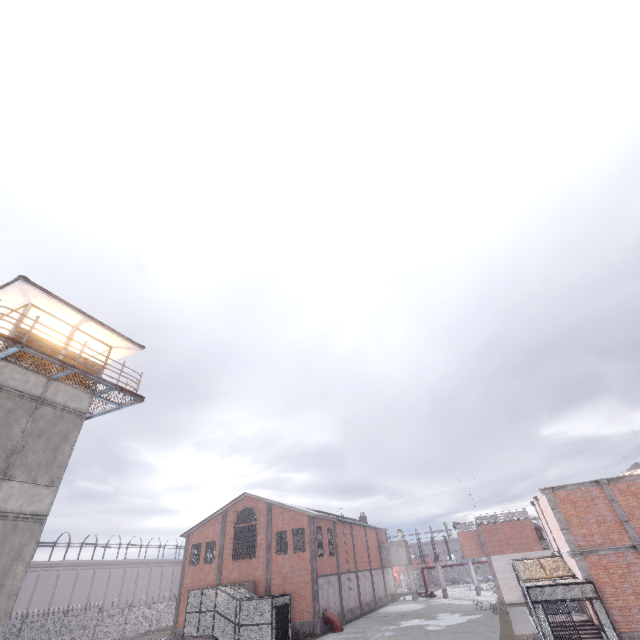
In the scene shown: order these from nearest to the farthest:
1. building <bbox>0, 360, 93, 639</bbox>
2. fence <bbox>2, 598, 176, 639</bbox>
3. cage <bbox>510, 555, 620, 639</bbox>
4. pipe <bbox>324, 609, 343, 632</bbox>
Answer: building <bbox>0, 360, 93, 639</bbox> → cage <bbox>510, 555, 620, 639</bbox> → pipe <bbox>324, 609, 343, 632</bbox> → fence <bbox>2, 598, 176, 639</bbox>

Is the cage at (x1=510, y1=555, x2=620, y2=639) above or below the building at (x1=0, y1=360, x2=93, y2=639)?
below

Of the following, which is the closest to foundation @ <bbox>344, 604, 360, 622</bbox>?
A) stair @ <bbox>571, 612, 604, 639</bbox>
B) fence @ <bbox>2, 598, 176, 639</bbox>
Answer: stair @ <bbox>571, 612, 604, 639</bbox>

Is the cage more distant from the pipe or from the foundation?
the pipe

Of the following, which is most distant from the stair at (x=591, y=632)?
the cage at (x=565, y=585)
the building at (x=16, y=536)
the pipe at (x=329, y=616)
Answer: the building at (x=16, y=536)

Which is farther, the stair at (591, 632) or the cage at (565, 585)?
the stair at (591, 632)

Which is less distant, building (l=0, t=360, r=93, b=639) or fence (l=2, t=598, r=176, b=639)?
building (l=0, t=360, r=93, b=639)

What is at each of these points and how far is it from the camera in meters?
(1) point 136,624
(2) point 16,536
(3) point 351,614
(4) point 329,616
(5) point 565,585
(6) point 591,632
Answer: (1) fence, 39.7
(2) building, 11.1
(3) foundation, 34.3
(4) pipe, 29.0
(5) cage, 15.9
(6) stair, 17.6
